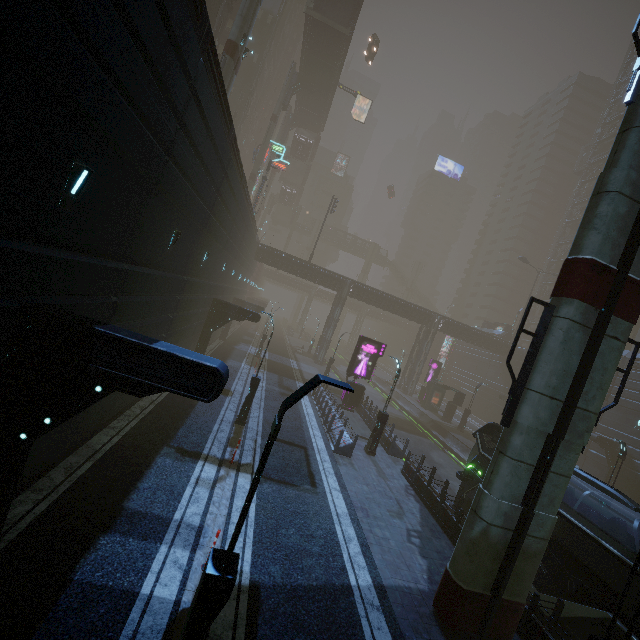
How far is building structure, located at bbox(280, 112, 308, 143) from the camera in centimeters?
5684cm

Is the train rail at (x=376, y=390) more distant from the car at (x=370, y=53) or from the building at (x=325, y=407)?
the car at (x=370, y=53)

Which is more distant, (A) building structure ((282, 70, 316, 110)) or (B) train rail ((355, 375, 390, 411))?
(A) building structure ((282, 70, 316, 110))

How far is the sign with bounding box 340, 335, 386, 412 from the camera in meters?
25.5

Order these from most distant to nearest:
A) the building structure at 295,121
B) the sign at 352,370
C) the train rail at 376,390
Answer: the building structure at 295,121 < the train rail at 376,390 < the sign at 352,370

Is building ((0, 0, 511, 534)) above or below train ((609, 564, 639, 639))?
above

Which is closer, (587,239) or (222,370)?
(222,370)

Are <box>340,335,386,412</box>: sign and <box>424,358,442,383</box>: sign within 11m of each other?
no
